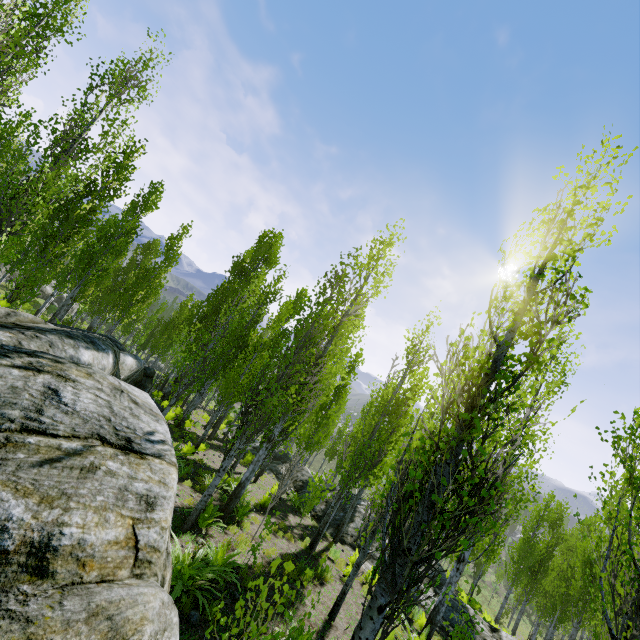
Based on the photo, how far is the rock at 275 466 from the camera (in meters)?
20.50

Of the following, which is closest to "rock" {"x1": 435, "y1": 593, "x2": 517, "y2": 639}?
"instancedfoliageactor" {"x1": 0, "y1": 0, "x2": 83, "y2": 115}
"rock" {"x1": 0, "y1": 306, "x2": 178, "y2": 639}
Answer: "instancedfoliageactor" {"x1": 0, "y1": 0, "x2": 83, "y2": 115}

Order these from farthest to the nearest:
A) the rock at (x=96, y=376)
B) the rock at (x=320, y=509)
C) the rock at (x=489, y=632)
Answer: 1. the rock at (x=320, y=509)
2. the rock at (x=489, y=632)
3. the rock at (x=96, y=376)

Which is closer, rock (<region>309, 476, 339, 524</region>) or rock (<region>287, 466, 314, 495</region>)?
rock (<region>309, 476, 339, 524</region>)

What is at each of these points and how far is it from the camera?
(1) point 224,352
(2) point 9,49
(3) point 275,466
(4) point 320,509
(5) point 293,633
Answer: (1) instancedfoliageactor, 18.6m
(2) instancedfoliageactor, 8.6m
(3) rock, 21.6m
(4) rock, 16.8m
(5) instancedfoliageactor, 5.9m

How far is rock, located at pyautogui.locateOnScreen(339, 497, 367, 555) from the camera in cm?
1479
